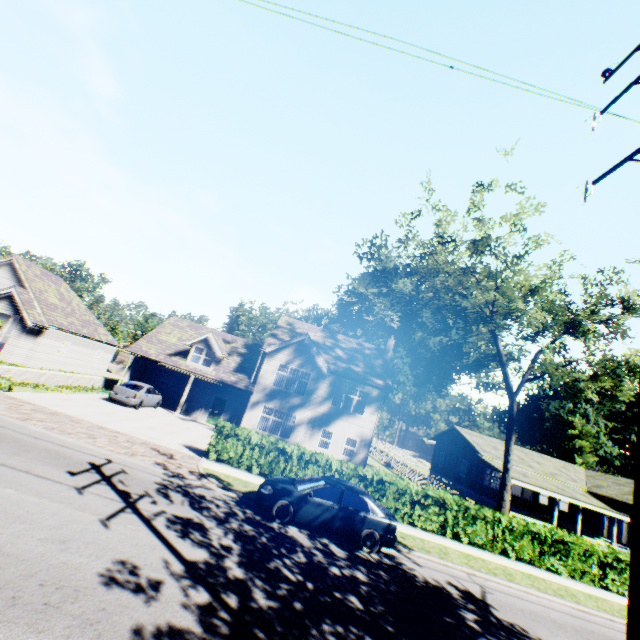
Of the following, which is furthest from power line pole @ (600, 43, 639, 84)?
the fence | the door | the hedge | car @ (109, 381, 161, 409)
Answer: the door

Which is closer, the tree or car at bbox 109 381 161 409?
the tree

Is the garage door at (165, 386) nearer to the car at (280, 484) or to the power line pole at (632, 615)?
the car at (280, 484)

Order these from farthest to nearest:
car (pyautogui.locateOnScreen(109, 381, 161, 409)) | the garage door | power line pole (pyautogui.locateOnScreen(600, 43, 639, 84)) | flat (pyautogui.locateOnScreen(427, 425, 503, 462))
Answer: flat (pyautogui.locateOnScreen(427, 425, 503, 462))
the garage door
car (pyautogui.locateOnScreen(109, 381, 161, 409))
power line pole (pyautogui.locateOnScreen(600, 43, 639, 84))

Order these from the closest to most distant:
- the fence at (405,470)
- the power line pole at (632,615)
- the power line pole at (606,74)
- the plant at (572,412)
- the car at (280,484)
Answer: the power line pole at (632,615) < the power line pole at (606,74) < the car at (280,484) < the fence at (405,470) < the plant at (572,412)

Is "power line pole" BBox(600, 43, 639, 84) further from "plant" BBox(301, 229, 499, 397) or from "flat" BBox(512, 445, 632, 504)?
"plant" BBox(301, 229, 499, 397)

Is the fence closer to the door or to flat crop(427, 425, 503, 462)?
flat crop(427, 425, 503, 462)

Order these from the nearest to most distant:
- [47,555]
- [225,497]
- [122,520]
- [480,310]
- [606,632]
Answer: [47,555], [122,520], [606,632], [225,497], [480,310]
